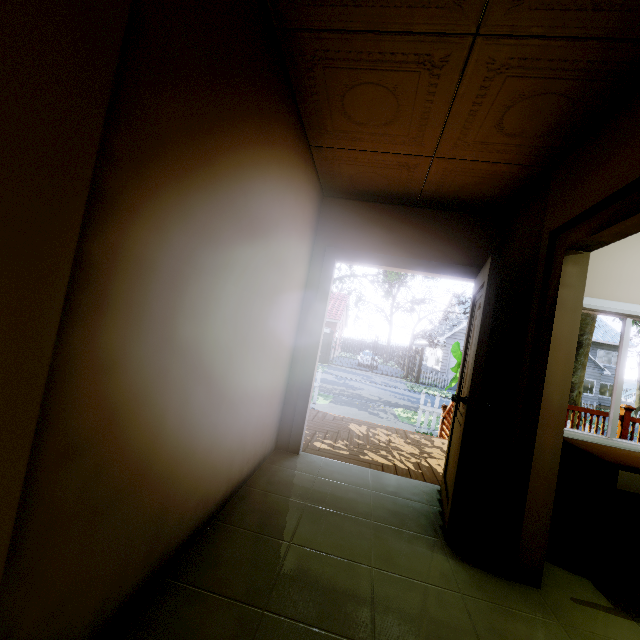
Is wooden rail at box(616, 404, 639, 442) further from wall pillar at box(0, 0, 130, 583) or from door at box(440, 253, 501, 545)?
wall pillar at box(0, 0, 130, 583)

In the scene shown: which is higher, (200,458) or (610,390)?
(610,390)

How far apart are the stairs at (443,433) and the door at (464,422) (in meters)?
2.03

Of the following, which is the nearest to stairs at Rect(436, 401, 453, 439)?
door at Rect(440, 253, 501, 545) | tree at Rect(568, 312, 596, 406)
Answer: door at Rect(440, 253, 501, 545)

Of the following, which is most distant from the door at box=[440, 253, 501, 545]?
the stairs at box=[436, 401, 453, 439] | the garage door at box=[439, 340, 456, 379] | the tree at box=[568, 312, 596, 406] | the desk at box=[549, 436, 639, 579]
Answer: the garage door at box=[439, 340, 456, 379]

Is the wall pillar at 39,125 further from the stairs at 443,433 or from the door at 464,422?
the stairs at 443,433

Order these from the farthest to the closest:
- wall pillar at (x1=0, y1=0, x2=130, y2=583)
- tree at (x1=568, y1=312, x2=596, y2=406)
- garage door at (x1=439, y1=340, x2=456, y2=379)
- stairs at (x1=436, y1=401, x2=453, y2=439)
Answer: garage door at (x1=439, y1=340, x2=456, y2=379), tree at (x1=568, y1=312, x2=596, y2=406), stairs at (x1=436, y1=401, x2=453, y2=439), wall pillar at (x1=0, y1=0, x2=130, y2=583)

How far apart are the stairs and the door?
2.0 meters
